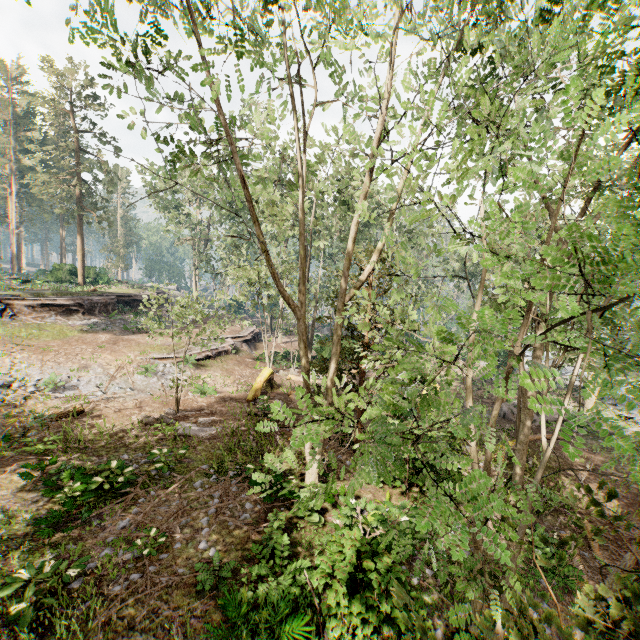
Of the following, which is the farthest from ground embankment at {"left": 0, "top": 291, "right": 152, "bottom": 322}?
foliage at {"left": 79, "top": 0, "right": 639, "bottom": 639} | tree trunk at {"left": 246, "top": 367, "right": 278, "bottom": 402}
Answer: tree trunk at {"left": 246, "top": 367, "right": 278, "bottom": 402}

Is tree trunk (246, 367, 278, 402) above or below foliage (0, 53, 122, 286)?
below

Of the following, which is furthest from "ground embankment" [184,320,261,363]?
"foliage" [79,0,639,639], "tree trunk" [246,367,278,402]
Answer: "tree trunk" [246,367,278,402]

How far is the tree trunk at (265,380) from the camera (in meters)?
18.64

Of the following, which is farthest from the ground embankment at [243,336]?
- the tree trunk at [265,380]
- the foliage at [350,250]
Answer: the tree trunk at [265,380]

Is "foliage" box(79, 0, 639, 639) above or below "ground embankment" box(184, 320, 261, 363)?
above

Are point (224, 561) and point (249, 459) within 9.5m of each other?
yes

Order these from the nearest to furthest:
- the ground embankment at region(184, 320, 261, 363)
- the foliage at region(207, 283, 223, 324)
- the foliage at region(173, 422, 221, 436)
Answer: the foliage at region(173, 422, 221, 436) → the foliage at region(207, 283, 223, 324) → the ground embankment at region(184, 320, 261, 363)
